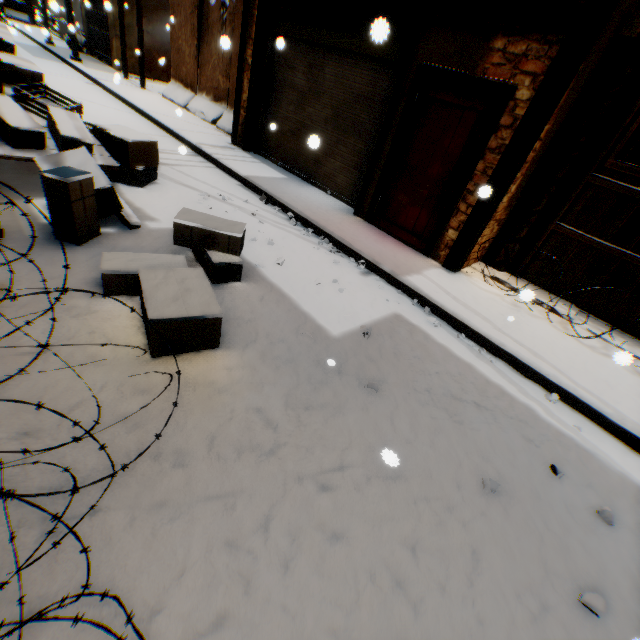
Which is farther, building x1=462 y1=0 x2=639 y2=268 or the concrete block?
the concrete block

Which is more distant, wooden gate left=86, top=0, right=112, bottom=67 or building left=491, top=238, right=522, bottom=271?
wooden gate left=86, top=0, right=112, bottom=67

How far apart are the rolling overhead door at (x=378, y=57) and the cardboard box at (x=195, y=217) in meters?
0.1 m

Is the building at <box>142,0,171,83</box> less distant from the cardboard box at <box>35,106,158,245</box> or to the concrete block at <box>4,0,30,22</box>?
the cardboard box at <box>35,106,158,245</box>

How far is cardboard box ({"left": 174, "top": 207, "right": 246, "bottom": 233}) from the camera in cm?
347

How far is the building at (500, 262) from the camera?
5.7m

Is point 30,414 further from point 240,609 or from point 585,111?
point 585,111
